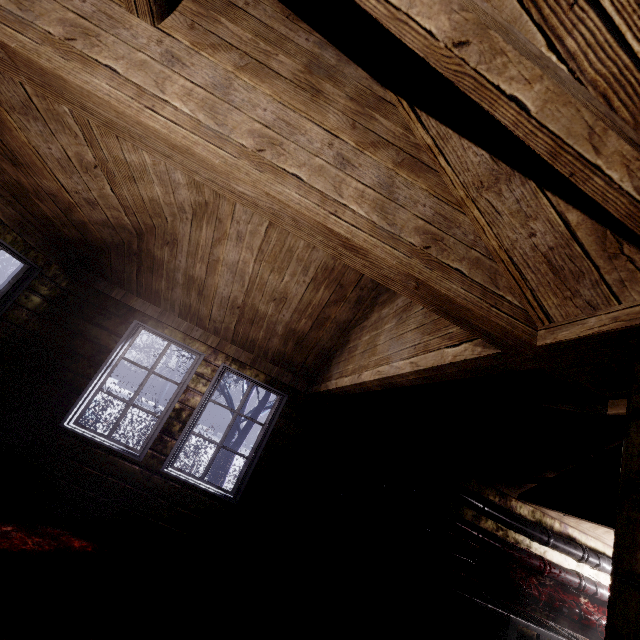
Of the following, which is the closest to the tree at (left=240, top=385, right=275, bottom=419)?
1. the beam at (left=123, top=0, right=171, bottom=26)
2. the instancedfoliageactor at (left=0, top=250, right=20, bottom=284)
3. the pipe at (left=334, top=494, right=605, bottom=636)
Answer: the pipe at (left=334, top=494, right=605, bottom=636)

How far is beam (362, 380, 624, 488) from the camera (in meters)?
1.65

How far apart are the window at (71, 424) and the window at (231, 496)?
0.2m

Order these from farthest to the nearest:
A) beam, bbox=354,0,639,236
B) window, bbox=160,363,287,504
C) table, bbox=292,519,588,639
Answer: window, bbox=160,363,287,504, table, bbox=292,519,588,639, beam, bbox=354,0,639,236

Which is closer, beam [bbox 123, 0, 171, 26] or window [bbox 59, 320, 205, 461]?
beam [bbox 123, 0, 171, 26]

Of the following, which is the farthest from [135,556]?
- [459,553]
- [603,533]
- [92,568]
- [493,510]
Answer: [603,533]

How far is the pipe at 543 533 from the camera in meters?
3.9 m

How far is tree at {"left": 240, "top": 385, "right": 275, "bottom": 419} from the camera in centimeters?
668cm
